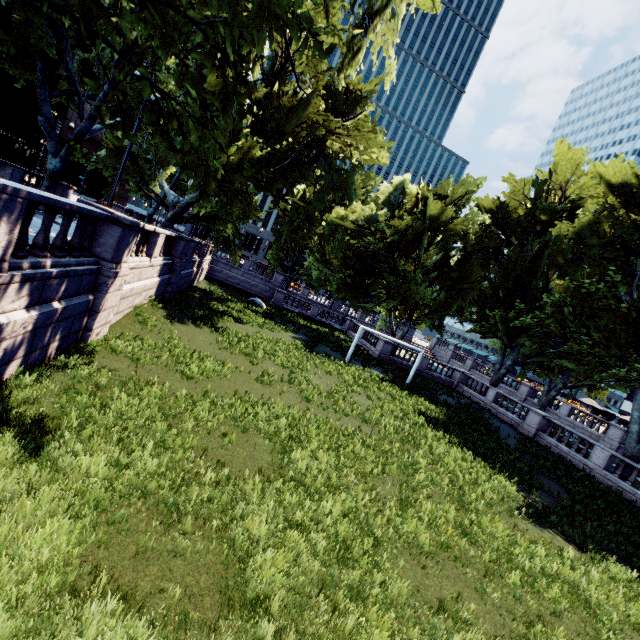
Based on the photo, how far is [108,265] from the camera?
9.5 meters
